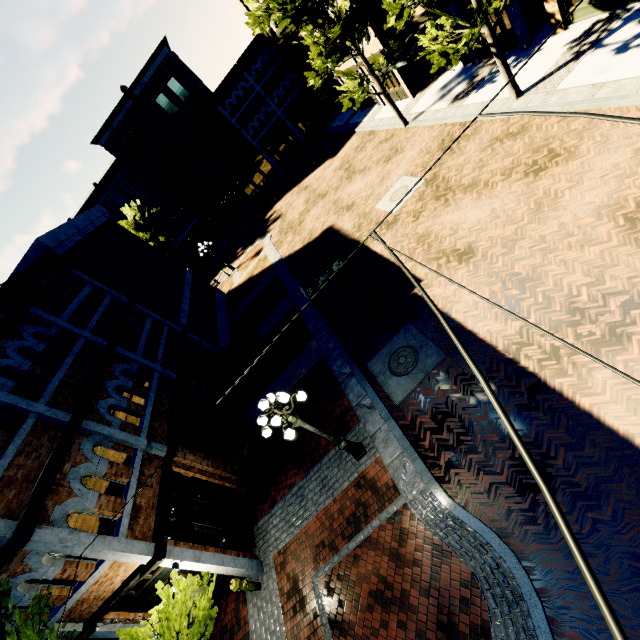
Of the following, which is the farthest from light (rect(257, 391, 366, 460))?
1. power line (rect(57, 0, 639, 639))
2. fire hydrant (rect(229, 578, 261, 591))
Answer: fire hydrant (rect(229, 578, 261, 591))

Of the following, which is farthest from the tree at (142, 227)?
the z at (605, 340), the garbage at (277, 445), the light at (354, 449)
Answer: the garbage at (277, 445)

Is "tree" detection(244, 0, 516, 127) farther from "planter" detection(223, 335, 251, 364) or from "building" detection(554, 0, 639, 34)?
"planter" detection(223, 335, 251, 364)

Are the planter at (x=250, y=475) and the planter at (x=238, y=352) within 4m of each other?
no

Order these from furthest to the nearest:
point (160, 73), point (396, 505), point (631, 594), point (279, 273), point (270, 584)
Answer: point (160, 73), point (279, 273), point (270, 584), point (396, 505), point (631, 594)

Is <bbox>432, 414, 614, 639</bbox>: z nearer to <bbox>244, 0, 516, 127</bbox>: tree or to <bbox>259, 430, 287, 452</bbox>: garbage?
<bbox>244, 0, 516, 127</bbox>: tree

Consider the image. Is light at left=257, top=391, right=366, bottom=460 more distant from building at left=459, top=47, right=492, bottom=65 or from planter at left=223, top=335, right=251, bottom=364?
building at left=459, top=47, right=492, bottom=65

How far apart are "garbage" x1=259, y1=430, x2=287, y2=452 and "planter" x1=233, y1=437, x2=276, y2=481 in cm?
5
